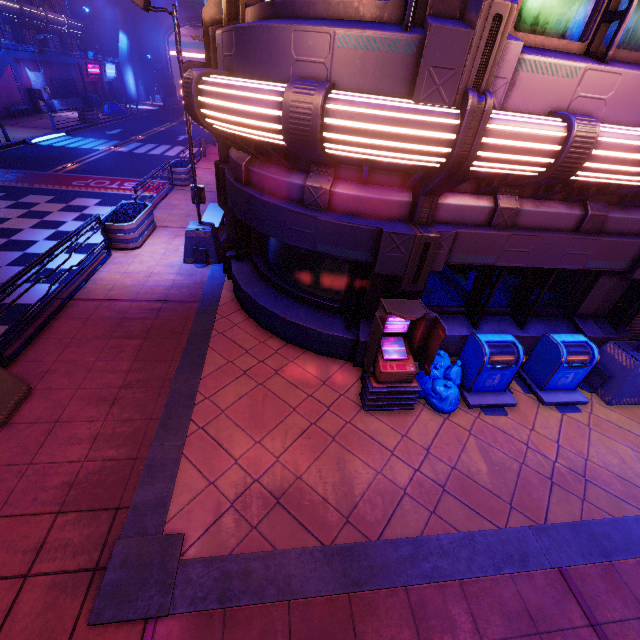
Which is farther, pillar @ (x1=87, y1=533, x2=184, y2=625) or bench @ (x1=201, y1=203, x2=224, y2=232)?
bench @ (x1=201, y1=203, x2=224, y2=232)

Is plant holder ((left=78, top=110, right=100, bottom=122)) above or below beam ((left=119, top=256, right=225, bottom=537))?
above

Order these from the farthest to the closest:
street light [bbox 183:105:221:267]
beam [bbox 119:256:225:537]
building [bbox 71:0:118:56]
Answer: building [bbox 71:0:118:56], street light [bbox 183:105:221:267], beam [bbox 119:256:225:537]

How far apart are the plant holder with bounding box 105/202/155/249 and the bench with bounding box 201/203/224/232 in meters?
1.8 m

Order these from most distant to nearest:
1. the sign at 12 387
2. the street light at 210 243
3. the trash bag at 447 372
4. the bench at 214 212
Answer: the bench at 214 212 < the street light at 210 243 < the trash bag at 447 372 < the sign at 12 387

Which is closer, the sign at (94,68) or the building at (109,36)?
the sign at (94,68)

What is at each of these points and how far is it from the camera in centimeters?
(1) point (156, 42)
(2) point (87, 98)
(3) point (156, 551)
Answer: (1) wall arch, 5006cm
(2) generator, 3734cm
(3) pillar, 386cm

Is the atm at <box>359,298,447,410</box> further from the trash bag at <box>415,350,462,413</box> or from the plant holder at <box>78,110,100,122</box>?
the plant holder at <box>78,110,100,122</box>
